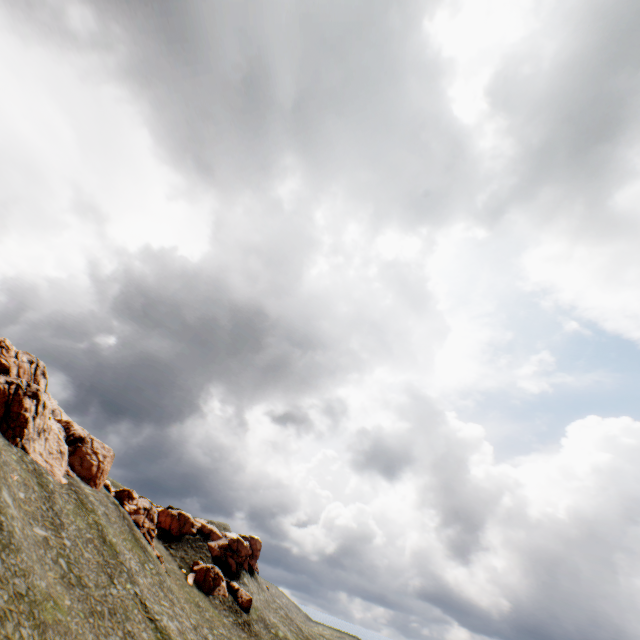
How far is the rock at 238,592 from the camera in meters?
56.9

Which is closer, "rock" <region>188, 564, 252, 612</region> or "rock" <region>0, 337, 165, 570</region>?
"rock" <region>0, 337, 165, 570</region>

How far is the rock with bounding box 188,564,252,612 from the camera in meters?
56.9 m

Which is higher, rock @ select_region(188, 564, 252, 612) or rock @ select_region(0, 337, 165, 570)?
rock @ select_region(0, 337, 165, 570)

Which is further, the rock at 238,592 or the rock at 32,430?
the rock at 238,592

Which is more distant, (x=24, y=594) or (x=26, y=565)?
(x=26, y=565)
